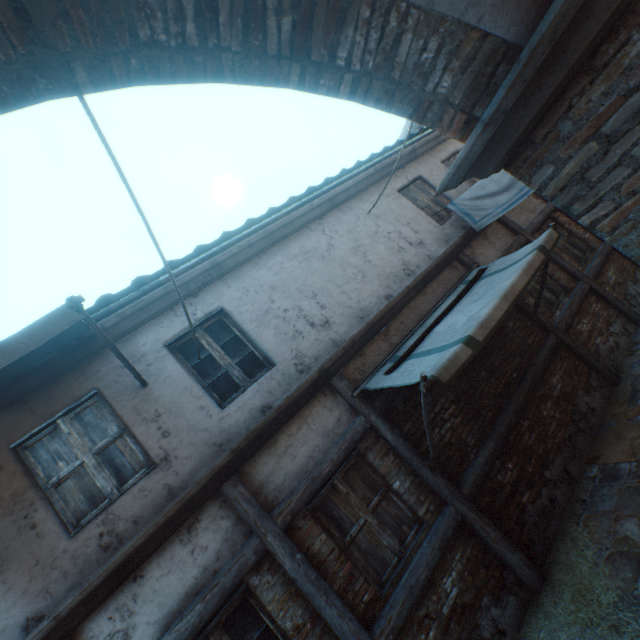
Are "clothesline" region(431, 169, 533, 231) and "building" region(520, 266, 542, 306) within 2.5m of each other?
yes

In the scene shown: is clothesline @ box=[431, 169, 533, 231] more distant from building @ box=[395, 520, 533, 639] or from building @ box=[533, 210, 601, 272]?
building @ box=[395, 520, 533, 639]

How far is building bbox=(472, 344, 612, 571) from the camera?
4.5 meters

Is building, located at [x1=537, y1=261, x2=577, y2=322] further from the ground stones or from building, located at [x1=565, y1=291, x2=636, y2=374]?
the ground stones

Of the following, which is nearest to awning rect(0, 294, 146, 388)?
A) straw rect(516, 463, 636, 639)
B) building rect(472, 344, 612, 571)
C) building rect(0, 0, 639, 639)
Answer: building rect(0, 0, 639, 639)

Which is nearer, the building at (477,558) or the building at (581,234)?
the building at (477,558)

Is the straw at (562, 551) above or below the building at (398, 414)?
below

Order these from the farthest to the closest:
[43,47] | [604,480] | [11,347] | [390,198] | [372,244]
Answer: [390,198] → [372,244] → [604,480] → [11,347] → [43,47]
